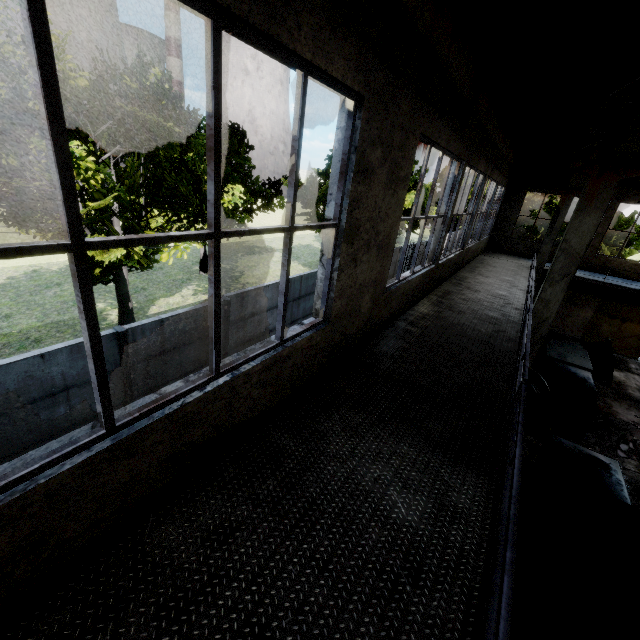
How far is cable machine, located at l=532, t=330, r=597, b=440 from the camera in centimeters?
1047cm

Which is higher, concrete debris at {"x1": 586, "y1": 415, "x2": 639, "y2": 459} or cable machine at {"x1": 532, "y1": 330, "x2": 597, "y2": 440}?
cable machine at {"x1": 532, "y1": 330, "x2": 597, "y2": 440}

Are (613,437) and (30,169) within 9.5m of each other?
no

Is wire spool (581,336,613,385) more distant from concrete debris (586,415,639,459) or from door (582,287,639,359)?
door (582,287,639,359)

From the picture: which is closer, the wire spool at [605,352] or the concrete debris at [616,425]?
the concrete debris at [616,425]

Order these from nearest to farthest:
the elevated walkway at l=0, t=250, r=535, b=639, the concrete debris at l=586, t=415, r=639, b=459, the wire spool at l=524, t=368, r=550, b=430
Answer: the elevated walkway at l=0, t=250, r=535, b=639
the wire spool at l=524, t=368, r=550, b=430
the concrete debris at l=586, t=415, r=639, b=459

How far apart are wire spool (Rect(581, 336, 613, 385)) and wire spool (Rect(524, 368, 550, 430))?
5.0m

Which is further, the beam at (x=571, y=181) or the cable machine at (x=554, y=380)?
the cable machine at (x=554, y=380)
